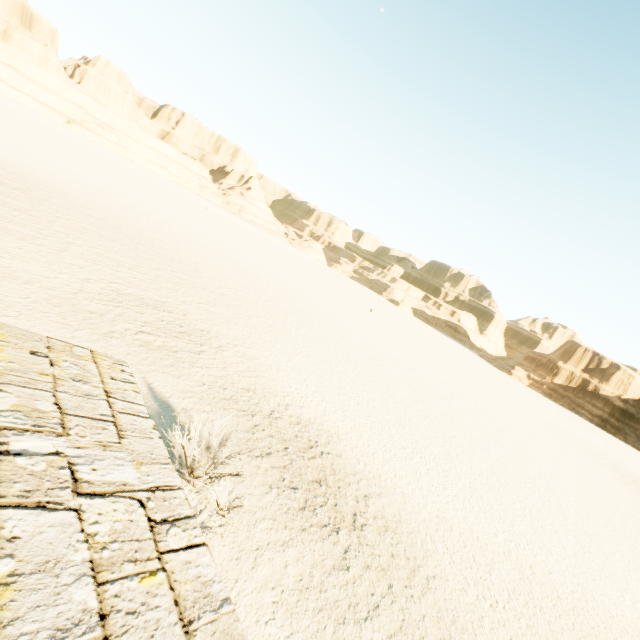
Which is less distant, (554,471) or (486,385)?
(554,471)
